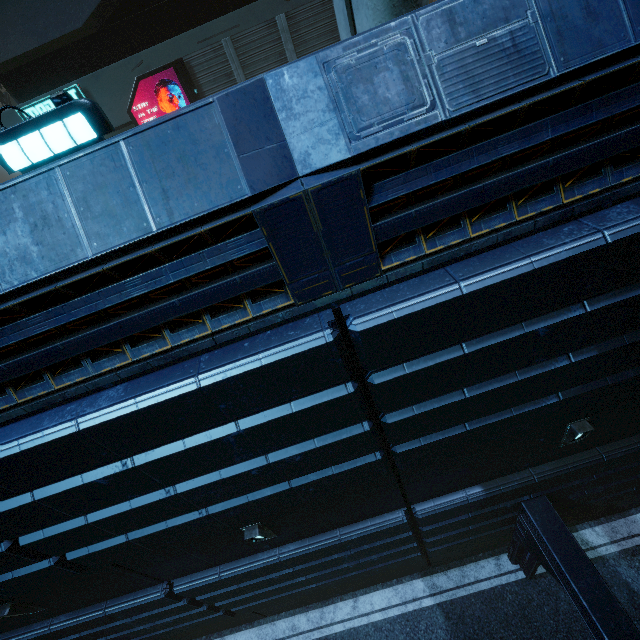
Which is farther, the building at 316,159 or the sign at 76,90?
the sign at 76,90

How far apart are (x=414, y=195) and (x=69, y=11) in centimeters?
1308cm

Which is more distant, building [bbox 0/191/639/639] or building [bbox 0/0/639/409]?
building [bbox 0/191/639/639]

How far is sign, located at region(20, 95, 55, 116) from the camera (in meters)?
10.48

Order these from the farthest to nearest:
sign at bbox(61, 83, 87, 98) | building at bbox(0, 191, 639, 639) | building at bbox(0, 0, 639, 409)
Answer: sign at bbox(61, 83, 87, 98) < building at bbox(0, 191, 639, 639) < building at bbox(0, 0, 639, 409)

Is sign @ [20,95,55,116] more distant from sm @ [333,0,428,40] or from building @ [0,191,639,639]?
sm @ [333,0,428,40]

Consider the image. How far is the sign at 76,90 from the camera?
10.4m
